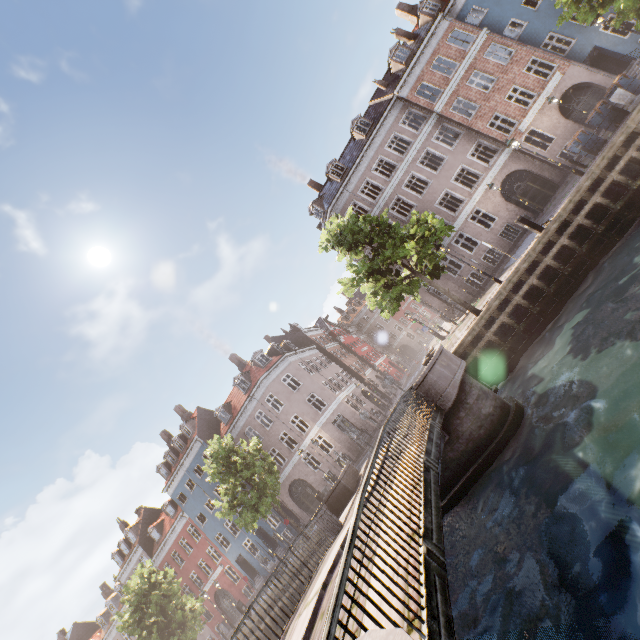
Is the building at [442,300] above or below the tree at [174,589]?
below

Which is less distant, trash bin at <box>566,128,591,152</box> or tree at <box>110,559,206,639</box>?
trash bin at <box>566,128,591,152</box>

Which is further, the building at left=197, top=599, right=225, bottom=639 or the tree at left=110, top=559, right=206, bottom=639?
the building at left=197, top=599, right=225, bottom=639

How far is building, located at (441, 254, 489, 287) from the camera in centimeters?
2383cm

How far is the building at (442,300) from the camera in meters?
25.8

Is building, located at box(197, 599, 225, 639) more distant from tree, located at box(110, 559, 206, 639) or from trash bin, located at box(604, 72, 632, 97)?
trash bin, located at box(604, 72, 632, 97)

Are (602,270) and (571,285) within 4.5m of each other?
yes
